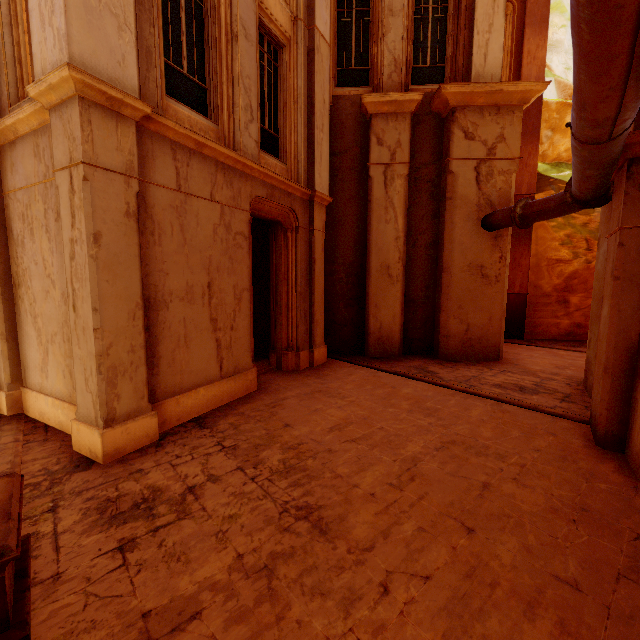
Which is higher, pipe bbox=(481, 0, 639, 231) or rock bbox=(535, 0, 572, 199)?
rock bbox=(535, 0, 572, 199)

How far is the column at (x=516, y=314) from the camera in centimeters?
1281cm

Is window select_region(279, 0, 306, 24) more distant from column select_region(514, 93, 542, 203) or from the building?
the building

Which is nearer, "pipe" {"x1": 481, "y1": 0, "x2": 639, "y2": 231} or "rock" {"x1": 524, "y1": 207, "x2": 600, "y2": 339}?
"pipe" {"x1": 481, "y1": 0, "x2": 639, "y2": 231}

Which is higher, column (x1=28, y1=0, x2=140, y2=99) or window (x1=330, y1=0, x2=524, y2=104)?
window (x1=330, y1=0, x2=524, y2=104)

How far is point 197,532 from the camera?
2.96m

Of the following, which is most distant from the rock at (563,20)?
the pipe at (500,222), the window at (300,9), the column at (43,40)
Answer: the column at (43,40)

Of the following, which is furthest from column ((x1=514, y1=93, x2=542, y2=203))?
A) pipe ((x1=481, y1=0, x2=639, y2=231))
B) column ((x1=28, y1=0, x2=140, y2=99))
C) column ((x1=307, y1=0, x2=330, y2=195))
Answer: column ((x1=28, y1=0, x2=140, y2=99))
